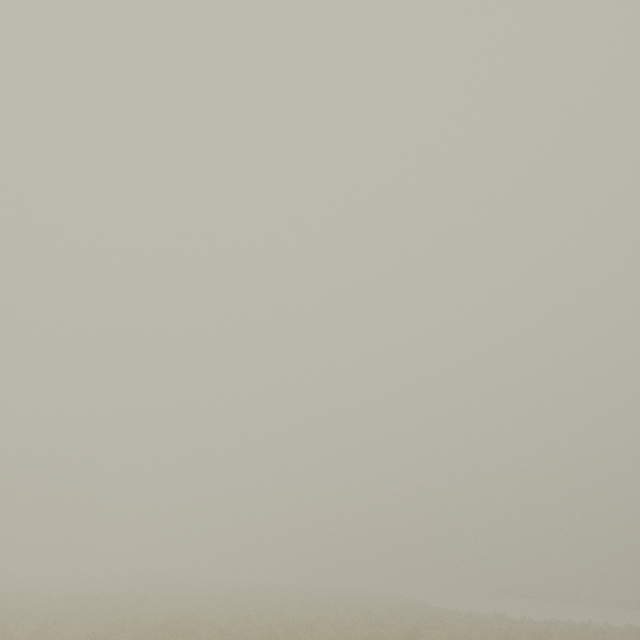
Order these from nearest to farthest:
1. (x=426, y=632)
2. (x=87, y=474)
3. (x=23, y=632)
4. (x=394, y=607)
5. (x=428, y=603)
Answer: (x=23, y=632) → (x=426, y=632) → (x=394, y=607) → (x=428, y=603) → (x=87, y=474)
